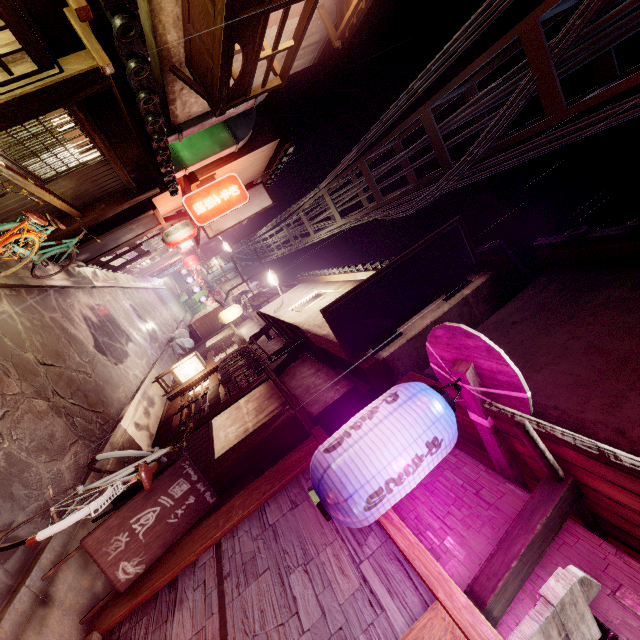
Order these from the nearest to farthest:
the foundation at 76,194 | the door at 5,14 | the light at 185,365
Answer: the door at 5,14, the foundation at 76,194, the light at 185,365

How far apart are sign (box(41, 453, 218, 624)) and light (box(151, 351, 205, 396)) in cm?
1075

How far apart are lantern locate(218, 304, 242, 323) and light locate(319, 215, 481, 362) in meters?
18.7 m

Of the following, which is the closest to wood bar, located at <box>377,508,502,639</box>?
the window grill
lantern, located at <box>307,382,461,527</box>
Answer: lantern, located at <box>307,382,461,527</box>

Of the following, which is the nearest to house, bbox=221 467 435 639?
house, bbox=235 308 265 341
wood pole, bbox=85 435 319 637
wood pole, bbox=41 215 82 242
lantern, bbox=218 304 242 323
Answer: wood pole, bbox=85 435 319 637

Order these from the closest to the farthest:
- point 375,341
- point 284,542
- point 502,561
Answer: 1. point 502,561
2. point 284,542
3. point 375,341

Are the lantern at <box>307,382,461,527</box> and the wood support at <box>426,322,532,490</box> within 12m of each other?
yes

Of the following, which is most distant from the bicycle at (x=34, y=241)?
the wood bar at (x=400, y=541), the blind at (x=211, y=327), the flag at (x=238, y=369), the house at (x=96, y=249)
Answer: the blind at (x=211, y=327)
